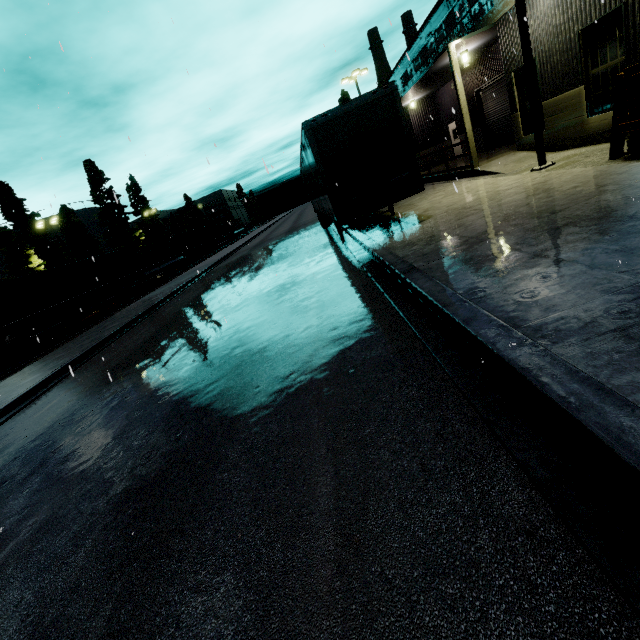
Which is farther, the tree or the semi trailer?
the tree

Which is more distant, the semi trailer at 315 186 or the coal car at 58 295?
the coal car at 58 295

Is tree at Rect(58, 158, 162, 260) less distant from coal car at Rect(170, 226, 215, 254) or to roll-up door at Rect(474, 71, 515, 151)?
coal car at Rect(170, 226, 215, 254)

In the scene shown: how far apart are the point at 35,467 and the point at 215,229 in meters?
56.1

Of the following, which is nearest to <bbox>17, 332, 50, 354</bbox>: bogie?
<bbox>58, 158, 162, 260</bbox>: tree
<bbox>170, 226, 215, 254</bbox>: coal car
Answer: <bbox>170, 226, 215, 254</bbox>: coal car

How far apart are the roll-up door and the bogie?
28.85m

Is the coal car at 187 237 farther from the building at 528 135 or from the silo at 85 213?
the building at 528 135

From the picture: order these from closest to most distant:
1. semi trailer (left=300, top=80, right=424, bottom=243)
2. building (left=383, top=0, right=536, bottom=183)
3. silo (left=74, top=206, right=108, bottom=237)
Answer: semi trailer (left=300, top=80, right=424, bottom=243), building (left=383, top=0, right=536, bottom=183), silo (left=74, top=206, right=108, bottom=237)
